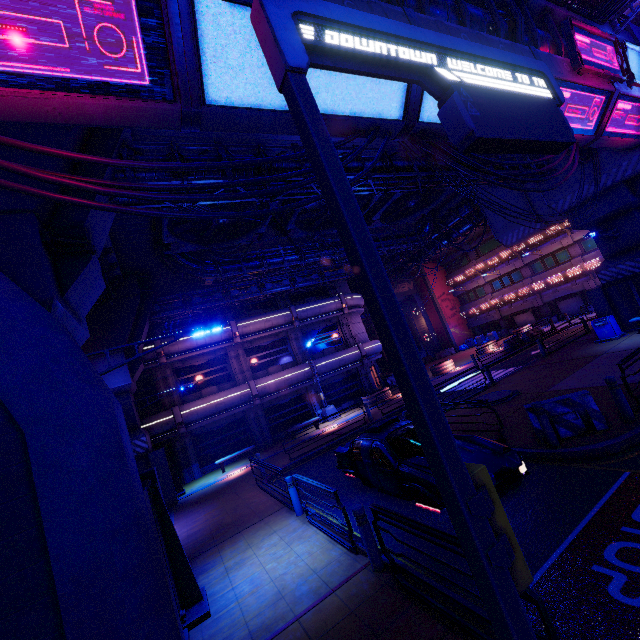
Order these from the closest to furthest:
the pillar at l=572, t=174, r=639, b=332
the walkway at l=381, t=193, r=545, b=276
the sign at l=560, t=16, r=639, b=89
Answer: the sign at l=560, t=16, r=639, b=89 < the pillar at l=572, t=174, r=639, b=332 < the walkway at l=381, t=193, r=545, b=276

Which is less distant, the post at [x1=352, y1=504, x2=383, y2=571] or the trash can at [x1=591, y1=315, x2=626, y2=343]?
the post at [x1=352, y1=504, x2=383, y2=571]

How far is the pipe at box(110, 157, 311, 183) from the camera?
8.1 meters

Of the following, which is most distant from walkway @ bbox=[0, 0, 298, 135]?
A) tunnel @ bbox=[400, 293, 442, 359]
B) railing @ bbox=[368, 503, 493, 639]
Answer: railing @ bbox=[368, 503, 493, 639]

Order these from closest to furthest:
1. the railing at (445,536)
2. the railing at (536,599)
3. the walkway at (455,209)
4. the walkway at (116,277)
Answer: the railing at (536,599), the railing at (445,536), the walkway at (116,277), the walkway at (455,209)

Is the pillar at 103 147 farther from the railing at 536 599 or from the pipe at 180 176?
the railing at 536 599

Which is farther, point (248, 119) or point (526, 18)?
point (526, 18)

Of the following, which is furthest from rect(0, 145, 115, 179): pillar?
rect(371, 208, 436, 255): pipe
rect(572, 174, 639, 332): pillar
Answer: rect(572, 174, 639, 332): pillar
